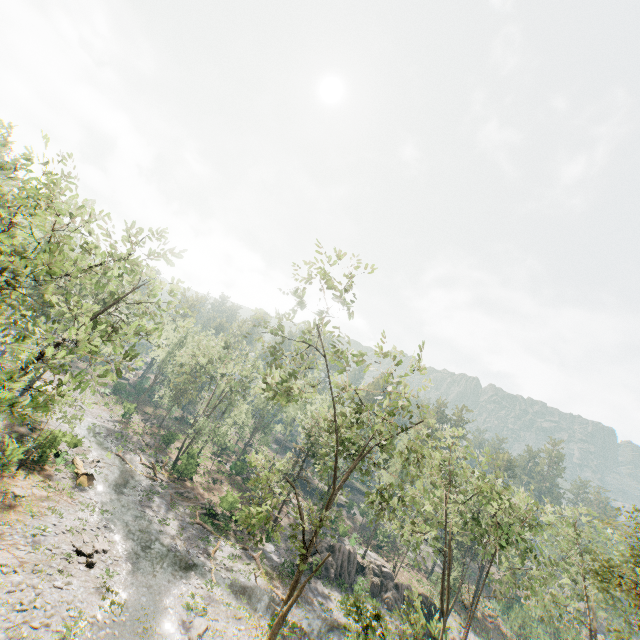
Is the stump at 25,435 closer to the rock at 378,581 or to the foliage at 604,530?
the foliage at 604,530

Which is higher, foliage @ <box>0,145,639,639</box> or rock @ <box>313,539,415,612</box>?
foliage @ <box>0,145,639,639</box>

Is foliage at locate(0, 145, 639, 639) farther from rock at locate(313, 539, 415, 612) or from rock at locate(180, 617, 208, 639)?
rock at locate(180, 617, 208, 639)

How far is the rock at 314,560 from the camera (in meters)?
34.12

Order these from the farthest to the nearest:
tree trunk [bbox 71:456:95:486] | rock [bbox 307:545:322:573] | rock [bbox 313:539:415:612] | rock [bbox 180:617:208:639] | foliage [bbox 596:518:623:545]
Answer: rock [bbox 313:539:415:612], rock [bbox 307:545:322:573], tree trunk [bbox 71:456:95:486], rock [bbox 180:617:208:639], foliage [bbox 596:518:623:545]

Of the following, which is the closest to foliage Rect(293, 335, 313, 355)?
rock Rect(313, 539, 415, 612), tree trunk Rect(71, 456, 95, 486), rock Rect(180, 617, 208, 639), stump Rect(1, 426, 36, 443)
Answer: tree trunk Rect(71, 456, 95, 486)

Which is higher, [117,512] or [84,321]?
[84,321]
